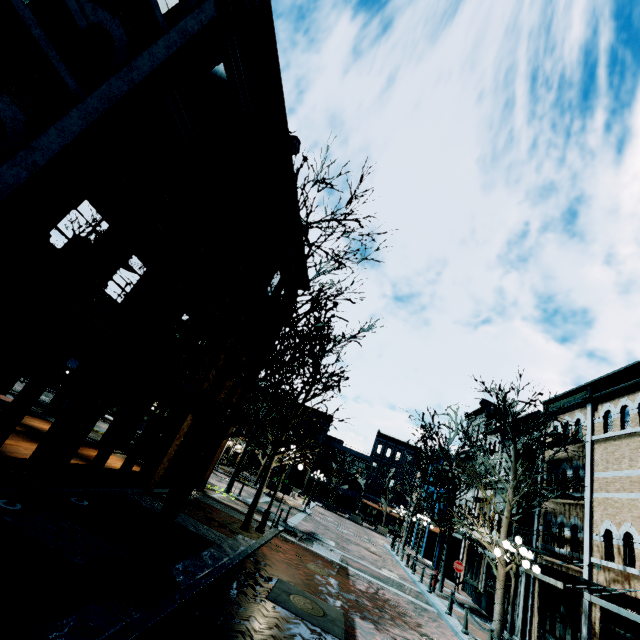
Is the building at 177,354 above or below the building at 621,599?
above

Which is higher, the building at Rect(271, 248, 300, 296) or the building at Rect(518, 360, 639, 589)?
the building at Rect(271, 248, 300, 296)

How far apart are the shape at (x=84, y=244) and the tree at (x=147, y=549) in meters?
7.9

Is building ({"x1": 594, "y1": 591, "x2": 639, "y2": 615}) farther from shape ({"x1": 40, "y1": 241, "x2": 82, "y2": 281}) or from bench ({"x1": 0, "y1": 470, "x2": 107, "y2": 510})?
shape ({"x1": 40, "y1": 241, "x2": 82, "y2": 281})

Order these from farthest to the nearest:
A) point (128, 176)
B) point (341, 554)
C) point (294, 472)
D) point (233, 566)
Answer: point (294, 472), point (341, 554), point (233, 566), point (128, 176)

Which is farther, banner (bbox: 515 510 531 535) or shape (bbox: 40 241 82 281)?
banner (bbox: 515 510 531 535)

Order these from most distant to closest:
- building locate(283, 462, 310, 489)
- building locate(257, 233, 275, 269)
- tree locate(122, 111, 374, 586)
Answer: building locate(283, 462, 310, 489) < building locate(257, 233, 275, 269) < tree locate(122, 111, 374, 586)

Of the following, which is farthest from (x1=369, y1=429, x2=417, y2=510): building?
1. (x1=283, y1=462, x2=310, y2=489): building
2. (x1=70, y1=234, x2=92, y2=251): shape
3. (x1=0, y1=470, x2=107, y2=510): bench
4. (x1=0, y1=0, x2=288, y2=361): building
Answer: (x1=70, y1=234, x2=92, y2=251): shape
